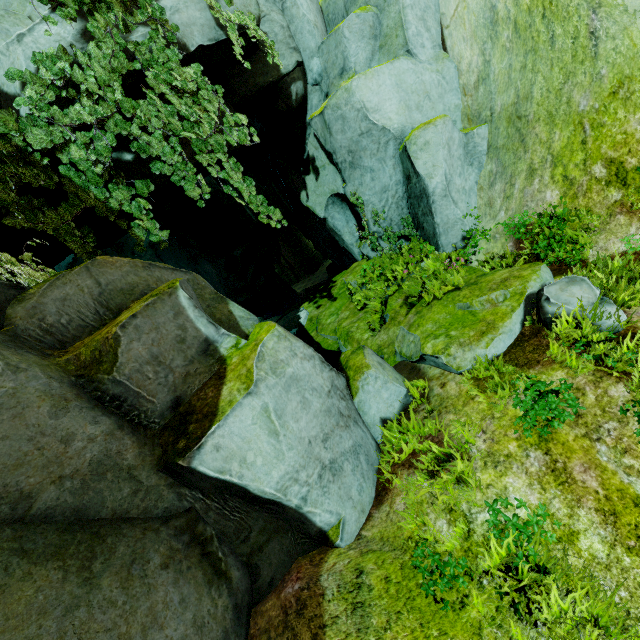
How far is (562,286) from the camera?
4.3 meters

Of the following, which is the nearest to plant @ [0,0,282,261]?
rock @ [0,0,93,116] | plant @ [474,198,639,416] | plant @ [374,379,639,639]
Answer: rock @ [0,0,93,116]

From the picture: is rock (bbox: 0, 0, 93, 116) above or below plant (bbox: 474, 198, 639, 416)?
above

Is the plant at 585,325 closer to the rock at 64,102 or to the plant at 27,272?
the rock at 64,102

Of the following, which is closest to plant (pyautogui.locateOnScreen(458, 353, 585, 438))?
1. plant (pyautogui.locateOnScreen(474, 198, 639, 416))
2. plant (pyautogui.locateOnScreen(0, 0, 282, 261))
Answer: plant (pyautogui.locateOnScreen(474, 198, 639, 416))

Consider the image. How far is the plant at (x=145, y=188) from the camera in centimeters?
477cm

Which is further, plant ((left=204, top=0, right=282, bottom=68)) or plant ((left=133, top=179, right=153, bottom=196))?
plant ((left=204, top=0, right=282, bottom=68))

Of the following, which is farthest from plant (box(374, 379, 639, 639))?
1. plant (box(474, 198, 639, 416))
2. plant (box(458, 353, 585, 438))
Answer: plant (box(474, 198, 639, 416))
